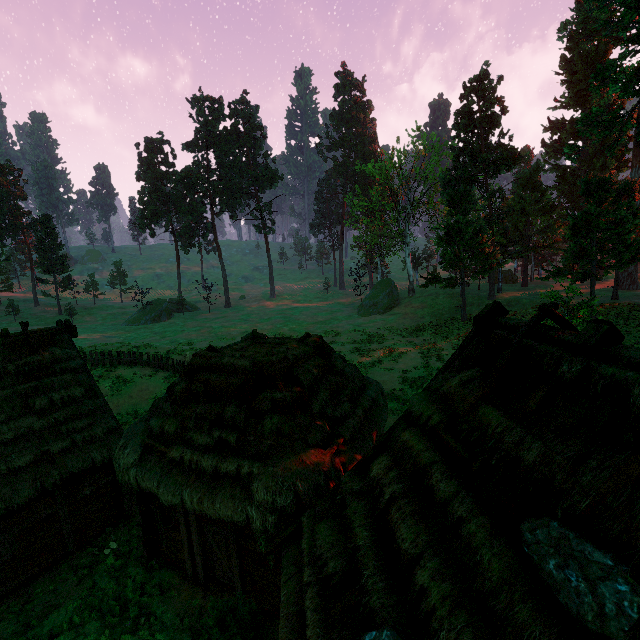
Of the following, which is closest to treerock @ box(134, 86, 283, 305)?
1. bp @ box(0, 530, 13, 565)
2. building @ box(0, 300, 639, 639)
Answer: building @ box(0, 300, 639, 639)

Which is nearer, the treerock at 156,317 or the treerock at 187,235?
the treerock at 156,317

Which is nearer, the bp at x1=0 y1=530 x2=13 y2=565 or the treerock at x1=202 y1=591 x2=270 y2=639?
the treerock at x1=202 y1=591 x2=270 y2=639

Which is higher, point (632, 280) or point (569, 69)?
point (569, 69)

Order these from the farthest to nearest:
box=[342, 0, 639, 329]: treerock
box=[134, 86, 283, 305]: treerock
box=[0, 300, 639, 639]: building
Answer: box=[134, 86, 283, 305]: treerock, box=[342, 0, 639, 329]: treerock, box=[0, 300, 639, 639]: building

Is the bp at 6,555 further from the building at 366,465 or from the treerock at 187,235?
the treerock at 187,235

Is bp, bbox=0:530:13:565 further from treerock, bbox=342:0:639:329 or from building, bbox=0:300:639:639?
treerock, bbox=342:0:639:329
